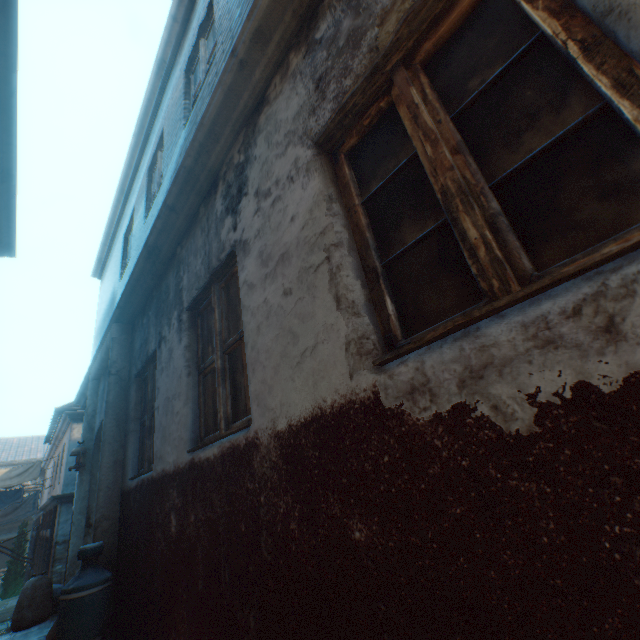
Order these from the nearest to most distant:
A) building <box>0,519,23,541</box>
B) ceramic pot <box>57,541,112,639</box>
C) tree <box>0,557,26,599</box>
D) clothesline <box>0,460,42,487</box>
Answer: ceramic pot <box>57,541,112,639</box>
clothesline <box>0,460,42,487</box>
tree <box>0,557,26,599</box>
building <box>0,519,23,541</box>

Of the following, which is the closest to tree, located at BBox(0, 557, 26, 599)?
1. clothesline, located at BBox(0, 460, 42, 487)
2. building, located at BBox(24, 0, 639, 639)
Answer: building, located at BBox(24, 0, 639, 639)

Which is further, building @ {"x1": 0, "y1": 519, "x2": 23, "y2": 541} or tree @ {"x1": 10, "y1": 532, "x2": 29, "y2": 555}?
building @ {"x1": 0, "y1": 519, "x2": 23, "y2": 541}

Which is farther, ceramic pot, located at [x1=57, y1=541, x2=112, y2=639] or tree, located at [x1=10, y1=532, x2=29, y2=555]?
tree, located at [x1=10, y1=532, x2=29, y2=555]

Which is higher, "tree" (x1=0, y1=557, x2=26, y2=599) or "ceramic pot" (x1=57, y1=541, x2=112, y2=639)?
"ceramic pot" (x1=57, y1=541, x2=112, y2=639)

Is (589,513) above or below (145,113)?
below

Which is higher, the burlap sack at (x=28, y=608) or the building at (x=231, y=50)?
the building at (x=231, y=50)

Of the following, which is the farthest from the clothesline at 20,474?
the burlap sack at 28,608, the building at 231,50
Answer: the burlap sack at 28,608
